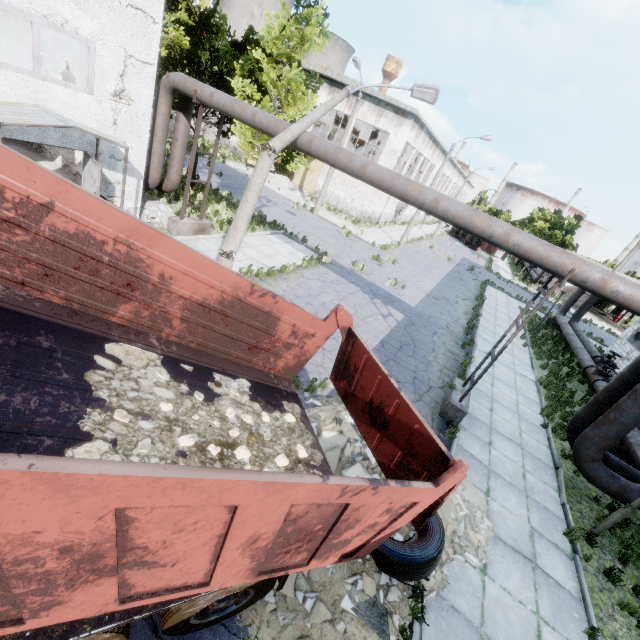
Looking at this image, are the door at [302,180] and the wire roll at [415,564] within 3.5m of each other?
no

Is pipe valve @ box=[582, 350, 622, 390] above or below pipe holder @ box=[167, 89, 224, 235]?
above

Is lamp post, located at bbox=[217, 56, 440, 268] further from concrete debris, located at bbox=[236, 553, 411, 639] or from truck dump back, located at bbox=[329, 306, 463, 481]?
truck dump back, located at bbox=[329, 306, 463, 481]

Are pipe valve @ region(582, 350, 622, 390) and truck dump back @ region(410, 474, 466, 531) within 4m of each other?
no

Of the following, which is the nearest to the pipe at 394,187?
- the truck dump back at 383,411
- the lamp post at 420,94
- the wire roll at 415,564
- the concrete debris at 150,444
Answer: the lamp post at 420,94

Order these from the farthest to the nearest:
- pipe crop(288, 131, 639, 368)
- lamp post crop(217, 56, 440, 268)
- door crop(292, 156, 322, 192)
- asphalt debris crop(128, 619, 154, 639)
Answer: door crop(292, 156, 322, 192), lamp post crop(217, 56, 440, 268), pipe crop(288, 131, 639, 368), asphalt debris crop(128, 619, 154, 639)

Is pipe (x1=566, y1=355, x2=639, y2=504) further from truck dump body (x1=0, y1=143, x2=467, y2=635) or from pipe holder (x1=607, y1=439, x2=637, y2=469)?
truck dump body (x1=0, y1=143, x2=467, y2=635)

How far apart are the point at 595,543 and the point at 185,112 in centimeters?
1840cm
